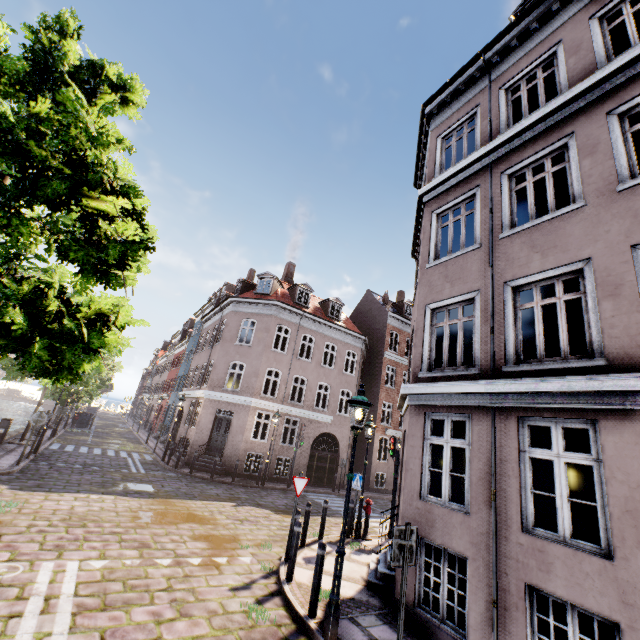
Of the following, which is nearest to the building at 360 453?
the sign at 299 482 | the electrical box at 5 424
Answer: the sign at 299 482

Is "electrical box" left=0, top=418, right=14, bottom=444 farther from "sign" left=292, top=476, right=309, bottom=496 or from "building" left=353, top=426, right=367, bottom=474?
"sign" left=292, top=476, right=309, bottom=496

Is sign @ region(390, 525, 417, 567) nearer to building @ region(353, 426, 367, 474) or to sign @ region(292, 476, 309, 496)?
building @ region(353, 426, 367, 474)

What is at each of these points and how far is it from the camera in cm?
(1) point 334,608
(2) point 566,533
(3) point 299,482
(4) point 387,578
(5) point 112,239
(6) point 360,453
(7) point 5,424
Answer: (1) street light, 505
(2) building, 463
(3) sign, 823
(4) building, 707
(5) tree, 382
(6) building, 2492
(7) electrical box, 1428

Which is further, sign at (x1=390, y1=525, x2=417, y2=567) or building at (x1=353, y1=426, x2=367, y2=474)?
building at (x1=353, y1=426, x2=367, y2=474)

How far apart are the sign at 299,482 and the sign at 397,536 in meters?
4.2

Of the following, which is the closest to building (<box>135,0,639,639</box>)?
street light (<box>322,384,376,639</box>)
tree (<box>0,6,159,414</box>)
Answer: street light (<box>322,384,376,639</box>)

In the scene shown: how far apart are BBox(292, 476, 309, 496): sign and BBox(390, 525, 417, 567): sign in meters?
4.2 m
